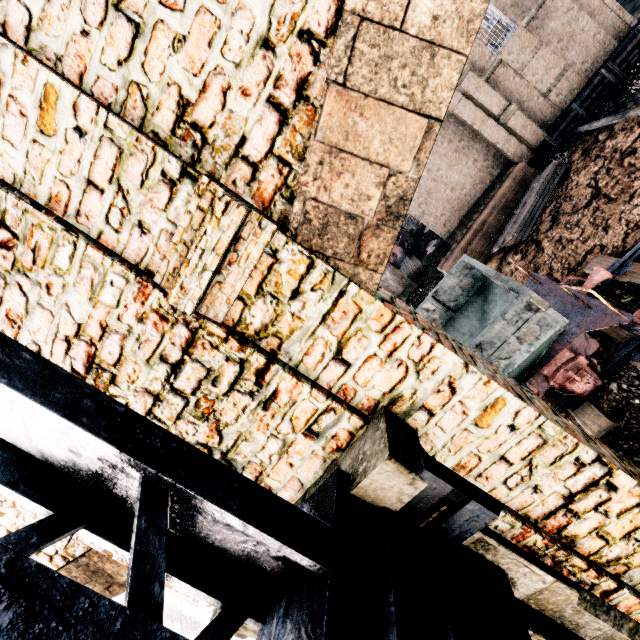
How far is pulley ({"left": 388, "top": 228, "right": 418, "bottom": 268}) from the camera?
37.0m

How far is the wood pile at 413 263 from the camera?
31.1m

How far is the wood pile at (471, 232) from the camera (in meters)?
19.59

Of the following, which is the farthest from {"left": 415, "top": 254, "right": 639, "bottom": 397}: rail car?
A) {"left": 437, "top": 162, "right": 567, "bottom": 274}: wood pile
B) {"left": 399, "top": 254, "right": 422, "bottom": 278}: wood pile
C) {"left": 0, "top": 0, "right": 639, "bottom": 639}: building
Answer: {"left": 399, "top": 254, "right": 422, "bottom": 278}: wood pile

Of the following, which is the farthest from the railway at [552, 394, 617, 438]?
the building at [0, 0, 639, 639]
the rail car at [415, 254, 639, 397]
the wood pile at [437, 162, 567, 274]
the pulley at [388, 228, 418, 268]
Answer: the pulley at [388, 228, 418, 268]

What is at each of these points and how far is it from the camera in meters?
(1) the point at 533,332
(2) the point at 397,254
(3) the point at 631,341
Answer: (1) rail car, 7.8 m
(2) pulley, 38.1 m
(3) railway, 8.8 m

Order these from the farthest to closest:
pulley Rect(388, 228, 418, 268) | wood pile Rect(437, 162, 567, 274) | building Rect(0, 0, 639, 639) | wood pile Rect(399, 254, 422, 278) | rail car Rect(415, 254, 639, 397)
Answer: pulley Rect(388, 228, 418, 268) → wood pile Rect(399, 254, 422, 278) → wood pile Rect(437, 162, 567, 274) → rail car Rect(415, 254, 639, 397) → building Rect(0, 0, 639, 639)

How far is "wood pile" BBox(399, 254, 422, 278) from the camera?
31.1m
